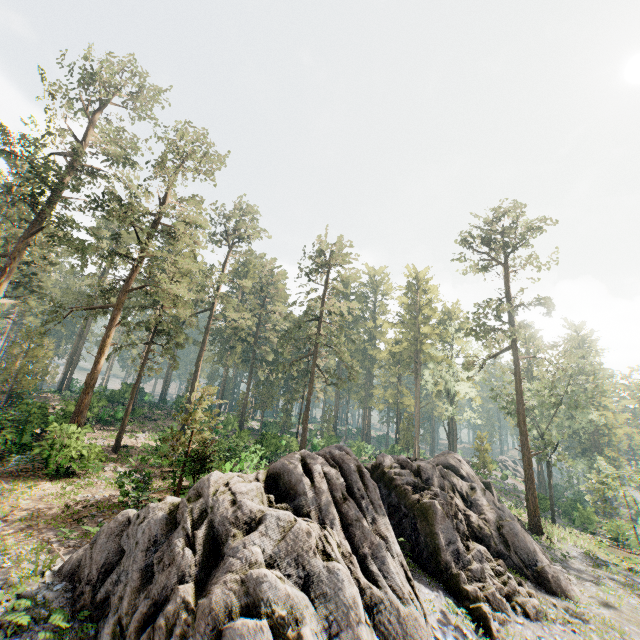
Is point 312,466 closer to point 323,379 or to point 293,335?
point 293,335

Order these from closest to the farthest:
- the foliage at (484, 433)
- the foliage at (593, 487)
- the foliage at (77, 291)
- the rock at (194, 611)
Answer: the rock at (194, 611) < the foliage at (77, 291) < the foliage at (593, 487) < the foliage at (484, 433)

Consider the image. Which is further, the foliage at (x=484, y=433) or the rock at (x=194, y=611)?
the foliage at (x=484, y=433)

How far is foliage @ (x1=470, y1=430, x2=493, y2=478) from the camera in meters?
41.6

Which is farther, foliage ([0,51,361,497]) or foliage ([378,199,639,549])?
foliage ([378,199,639,549])

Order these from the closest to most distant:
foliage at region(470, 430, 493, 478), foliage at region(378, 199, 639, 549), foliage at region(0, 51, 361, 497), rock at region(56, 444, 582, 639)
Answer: rock at region(56, 444, 582, 639) < foliage at region(0, 51, 361, 497) < foliage at region(378, 199, 639, 549) < foliage at region(470, 430, 493, 478)
